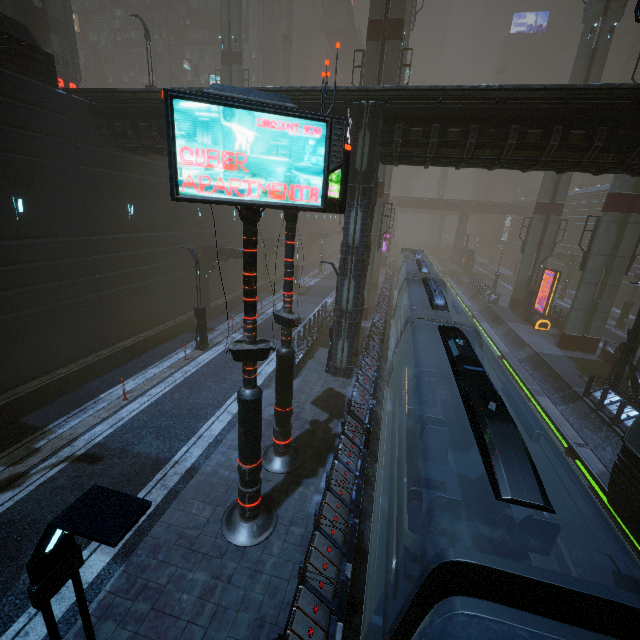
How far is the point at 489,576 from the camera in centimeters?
310cm

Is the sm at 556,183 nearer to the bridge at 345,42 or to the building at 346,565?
the building at 346,565

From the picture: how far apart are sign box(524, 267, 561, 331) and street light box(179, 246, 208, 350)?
25.3 meters

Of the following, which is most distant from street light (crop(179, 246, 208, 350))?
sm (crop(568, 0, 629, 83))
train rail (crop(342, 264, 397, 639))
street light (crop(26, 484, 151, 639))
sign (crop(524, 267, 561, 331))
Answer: sign (crop(524, 267, 561, 331))

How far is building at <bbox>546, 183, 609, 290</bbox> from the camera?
42.9 meters

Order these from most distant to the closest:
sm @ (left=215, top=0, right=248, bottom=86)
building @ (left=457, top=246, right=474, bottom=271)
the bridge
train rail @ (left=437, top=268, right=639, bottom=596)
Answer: the bridge < building @ (left=457, top=246, right=474, bottom=271) < sm @ (left=215, top=0, right=248, bottom=86) < train rail @ (left=437, top=268, right=639, bottom=596)

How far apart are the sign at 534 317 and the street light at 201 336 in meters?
25.3 m
